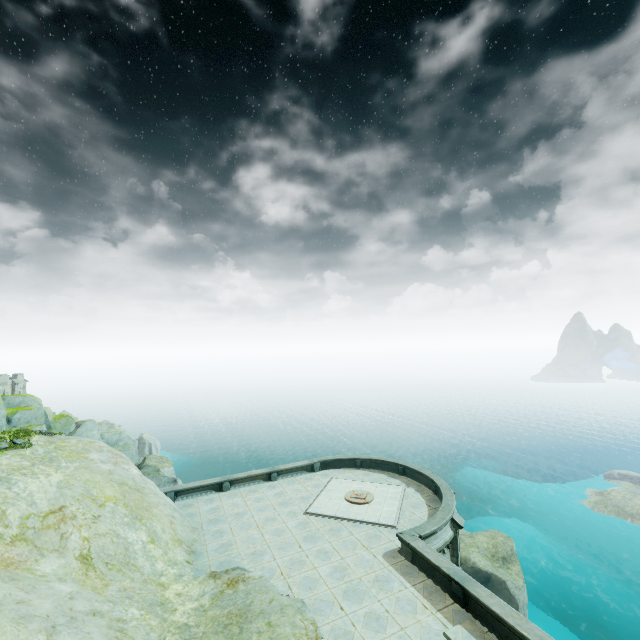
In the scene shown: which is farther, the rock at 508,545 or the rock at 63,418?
the rock at 508,545

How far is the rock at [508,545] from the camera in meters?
23.7 m

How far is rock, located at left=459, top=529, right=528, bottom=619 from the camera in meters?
23.7 m

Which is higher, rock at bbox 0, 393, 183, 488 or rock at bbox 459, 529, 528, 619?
rock at bbox 0, 393, 183, 488

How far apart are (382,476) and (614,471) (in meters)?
46.40

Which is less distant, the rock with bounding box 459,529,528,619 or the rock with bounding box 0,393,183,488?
the rock with bounding box 0,393,183,488
